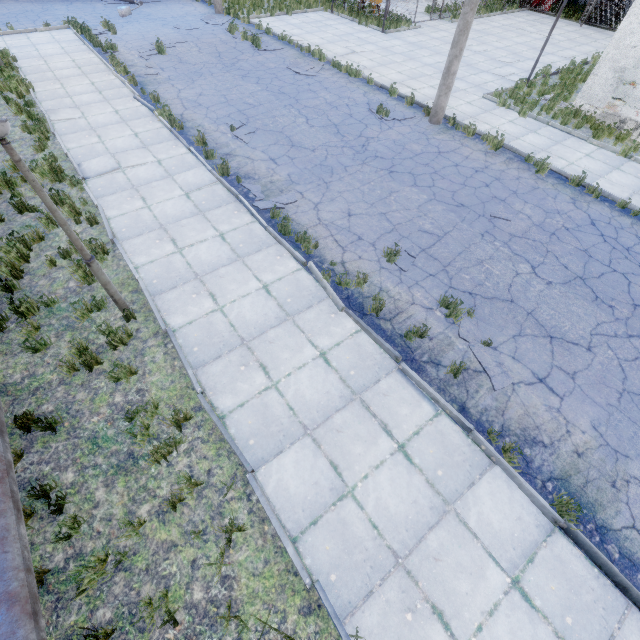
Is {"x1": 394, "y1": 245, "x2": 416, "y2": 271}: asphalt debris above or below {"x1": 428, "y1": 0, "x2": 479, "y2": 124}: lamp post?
below

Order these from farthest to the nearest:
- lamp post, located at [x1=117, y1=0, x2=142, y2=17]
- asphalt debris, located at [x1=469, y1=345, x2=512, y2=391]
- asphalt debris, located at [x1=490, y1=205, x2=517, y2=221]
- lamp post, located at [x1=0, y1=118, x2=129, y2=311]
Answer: lamp post, located at [x1=117, y1=0, x2=142, y2=17] → asphalt debris, located at [x1=490, y1=205, x2=517, y2=221] → asphalt debris, located at [x1=469, y1=345, x2=512, y2=391] → lamp post, located at [x1=0, y1=118, x2=129, y2=311]

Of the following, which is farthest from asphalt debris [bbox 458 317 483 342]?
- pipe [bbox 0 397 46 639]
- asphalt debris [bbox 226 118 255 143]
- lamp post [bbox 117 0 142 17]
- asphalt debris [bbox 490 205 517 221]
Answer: lamp post [bbox 117 0 142 17]

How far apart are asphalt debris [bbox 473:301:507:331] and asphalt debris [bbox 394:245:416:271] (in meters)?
1.61

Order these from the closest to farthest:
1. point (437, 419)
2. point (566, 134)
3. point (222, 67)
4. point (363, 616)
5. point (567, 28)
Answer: point (363, 616), point (437, 419), point (566, 134), point (222, 67), point (567, 28)

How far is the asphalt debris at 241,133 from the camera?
10.4 meters

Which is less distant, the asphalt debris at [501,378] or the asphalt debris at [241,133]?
the asphalt debris at [501,378]

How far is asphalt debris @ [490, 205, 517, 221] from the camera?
8.45m
